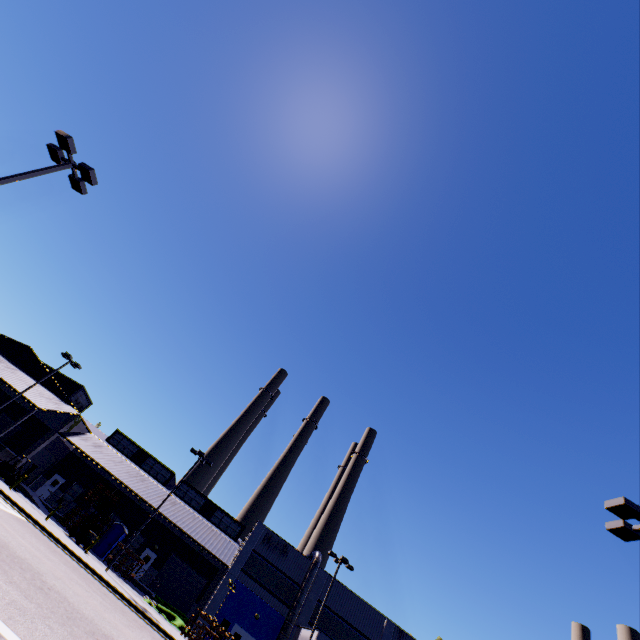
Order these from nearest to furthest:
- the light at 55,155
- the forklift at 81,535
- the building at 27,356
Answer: the light at 55,155 → the forklift at 81,535 → the building at 27,356

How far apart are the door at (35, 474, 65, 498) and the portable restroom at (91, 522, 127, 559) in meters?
10.3

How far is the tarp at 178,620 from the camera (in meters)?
26.00

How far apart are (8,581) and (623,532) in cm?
1864

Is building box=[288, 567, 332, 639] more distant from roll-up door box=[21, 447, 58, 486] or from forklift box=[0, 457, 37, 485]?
forklift box=[0, 457, 37, 485]

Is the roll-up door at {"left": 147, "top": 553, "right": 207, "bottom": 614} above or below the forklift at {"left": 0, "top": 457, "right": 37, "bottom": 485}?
above

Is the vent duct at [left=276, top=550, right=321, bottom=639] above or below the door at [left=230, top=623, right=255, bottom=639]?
above

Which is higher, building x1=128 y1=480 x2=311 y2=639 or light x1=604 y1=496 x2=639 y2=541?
light x1=604 y1=496 x2=639 y2=541
